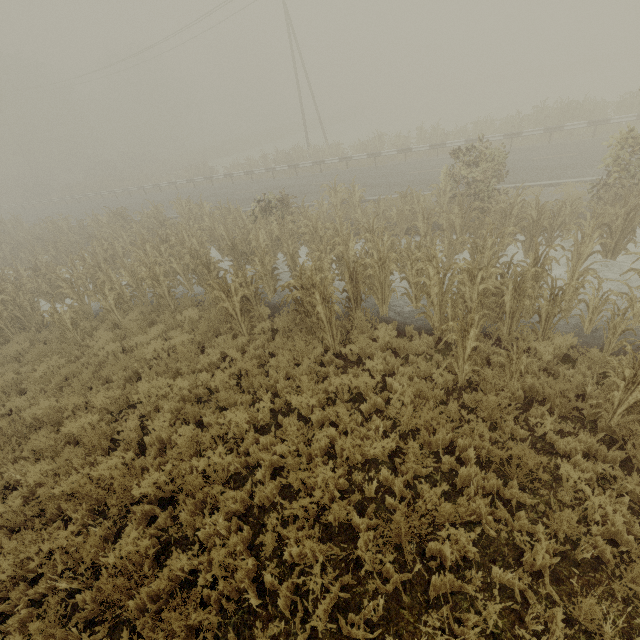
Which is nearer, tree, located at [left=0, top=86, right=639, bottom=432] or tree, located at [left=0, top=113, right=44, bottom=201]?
tree, located at [left=0, top=86, right=639, bottom=432]

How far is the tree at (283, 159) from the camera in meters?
23.9

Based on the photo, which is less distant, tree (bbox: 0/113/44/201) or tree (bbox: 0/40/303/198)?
tree (bbox: 0/40/303/198)

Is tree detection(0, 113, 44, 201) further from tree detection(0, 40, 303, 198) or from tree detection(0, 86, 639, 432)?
tree detection(0, 86, 639, 432)

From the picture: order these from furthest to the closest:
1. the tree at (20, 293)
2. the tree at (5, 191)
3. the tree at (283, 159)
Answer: the tree at (5, 191) < the tree at (283, 159) < the tree at (20, 293)

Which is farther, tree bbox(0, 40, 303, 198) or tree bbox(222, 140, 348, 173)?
tree bbox(0, 40, 303, 198)

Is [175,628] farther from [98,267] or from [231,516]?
[98,267]

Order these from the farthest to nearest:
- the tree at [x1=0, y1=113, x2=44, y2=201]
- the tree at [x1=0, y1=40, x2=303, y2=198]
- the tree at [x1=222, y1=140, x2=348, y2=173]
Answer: the tree at [x1=0, y1=113, x2=44, y2=201], the tree at [x1=0, y1=40, x2=303, y2=198], the tree at [x1=222, y1=140, x2=348, y2=173]
